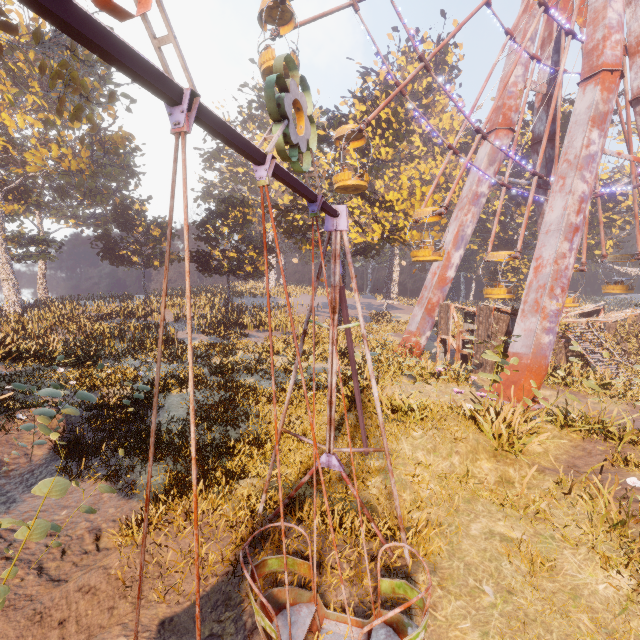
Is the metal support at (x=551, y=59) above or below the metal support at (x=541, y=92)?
above

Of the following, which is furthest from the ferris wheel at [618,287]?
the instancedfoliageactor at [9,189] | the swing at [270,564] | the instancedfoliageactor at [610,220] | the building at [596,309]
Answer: the instancedfoliageactor at [9,189]

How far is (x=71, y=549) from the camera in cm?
644

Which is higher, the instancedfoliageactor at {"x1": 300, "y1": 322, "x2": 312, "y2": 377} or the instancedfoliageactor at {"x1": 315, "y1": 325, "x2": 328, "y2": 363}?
the instancedfoliageactor at {"x1": 300, "y1": 322, "x2": 312, "y2": 377}

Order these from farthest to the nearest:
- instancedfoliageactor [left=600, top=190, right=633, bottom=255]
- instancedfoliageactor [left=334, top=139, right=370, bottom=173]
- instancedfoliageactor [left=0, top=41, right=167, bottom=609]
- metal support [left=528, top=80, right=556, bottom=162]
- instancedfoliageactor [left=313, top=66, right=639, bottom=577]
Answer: instancedfoliageactor [left=600, top=190, right=633, bottom=255], instancedfoliageactor [left=334, top=139, right=370, bottom=173], metal support [left=528, top=80, right=556, bottom=162], instancedfoliageactor [left=0, top=41, right=167, bottom=609], instancedfoliageactor [left=313, top=66, right=639, bottom=577]

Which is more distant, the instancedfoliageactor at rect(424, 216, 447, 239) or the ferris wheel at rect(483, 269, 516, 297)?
the instancedfoliageactor at rect(424, 216, 447, 239)

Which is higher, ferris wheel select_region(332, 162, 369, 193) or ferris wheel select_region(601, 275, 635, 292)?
ferris wheel select_region(332, 162, 369, 193)

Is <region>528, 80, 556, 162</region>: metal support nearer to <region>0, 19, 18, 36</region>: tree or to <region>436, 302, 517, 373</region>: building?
<region>436, 302, 517, 373</region>: building
